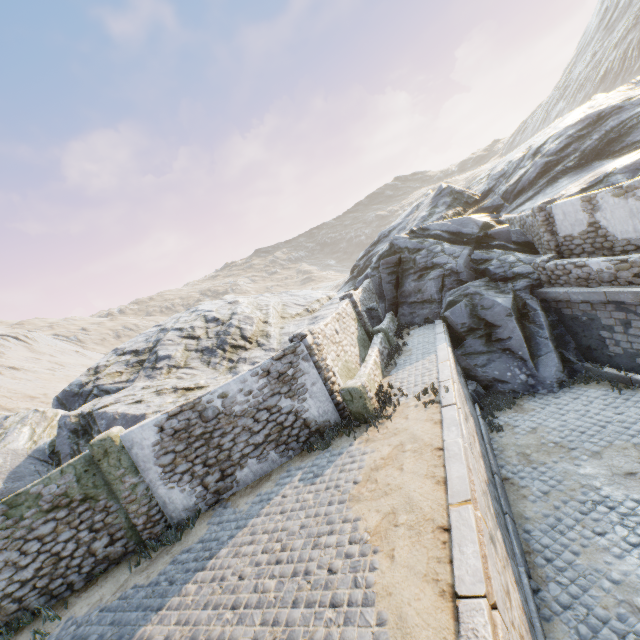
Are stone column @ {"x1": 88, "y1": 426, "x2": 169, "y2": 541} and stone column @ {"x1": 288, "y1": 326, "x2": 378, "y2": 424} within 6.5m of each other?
yes

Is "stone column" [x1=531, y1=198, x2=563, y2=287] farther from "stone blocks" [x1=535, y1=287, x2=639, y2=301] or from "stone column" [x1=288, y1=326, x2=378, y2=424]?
"stone column" [x1=288, y1=326, x2=378, y2=424]

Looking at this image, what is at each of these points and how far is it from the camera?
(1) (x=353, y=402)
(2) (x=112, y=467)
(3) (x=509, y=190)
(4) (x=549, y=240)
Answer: (1) stone column, 9.39m
(2) stone column, 8.31m
(3) rock, 21.33m
(4) stone column, 13.00m

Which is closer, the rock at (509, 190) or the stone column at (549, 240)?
the rock at (509, 190)

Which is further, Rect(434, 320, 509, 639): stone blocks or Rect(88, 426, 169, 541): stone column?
Rect(88, 426, 169, 541): stone column

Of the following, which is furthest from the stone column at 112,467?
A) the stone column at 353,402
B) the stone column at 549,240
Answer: the stone column at 549,240

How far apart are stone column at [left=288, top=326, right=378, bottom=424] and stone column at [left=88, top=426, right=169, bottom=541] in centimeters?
510cm

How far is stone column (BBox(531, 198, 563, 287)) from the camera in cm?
1270
